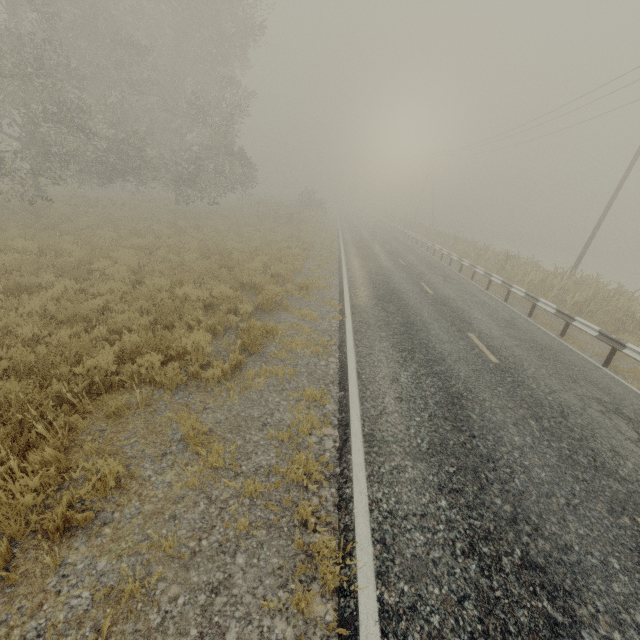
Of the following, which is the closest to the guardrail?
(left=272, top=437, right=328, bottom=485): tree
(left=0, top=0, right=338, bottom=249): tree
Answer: (left=0, top=0, right=338, bottom=249): tree

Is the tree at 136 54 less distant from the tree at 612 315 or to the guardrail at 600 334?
the tree at 612 315

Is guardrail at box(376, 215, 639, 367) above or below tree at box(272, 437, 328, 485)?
above

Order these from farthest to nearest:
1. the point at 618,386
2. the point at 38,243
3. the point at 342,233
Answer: the point at 342,233, the point at 38,243, the point at 618,386

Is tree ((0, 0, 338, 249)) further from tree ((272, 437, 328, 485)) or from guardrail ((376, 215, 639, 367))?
tree ((272, 437, 328, 485))

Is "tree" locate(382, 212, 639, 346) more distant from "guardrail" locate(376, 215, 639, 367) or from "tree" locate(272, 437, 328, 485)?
"tree" locate(272, 437, 328, 485)

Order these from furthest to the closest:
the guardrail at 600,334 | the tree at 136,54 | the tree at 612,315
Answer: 1. the tree at 136,54
2. the tree at 612,315
3. the guardrail at 600,334

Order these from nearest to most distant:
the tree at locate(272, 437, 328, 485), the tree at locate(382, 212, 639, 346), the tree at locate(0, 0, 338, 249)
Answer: the tree at locate(272, 437, 328, 485) < the tree at locate(382, 212, 639, 346) < the tree at locate(0, 0, 338, 249)
